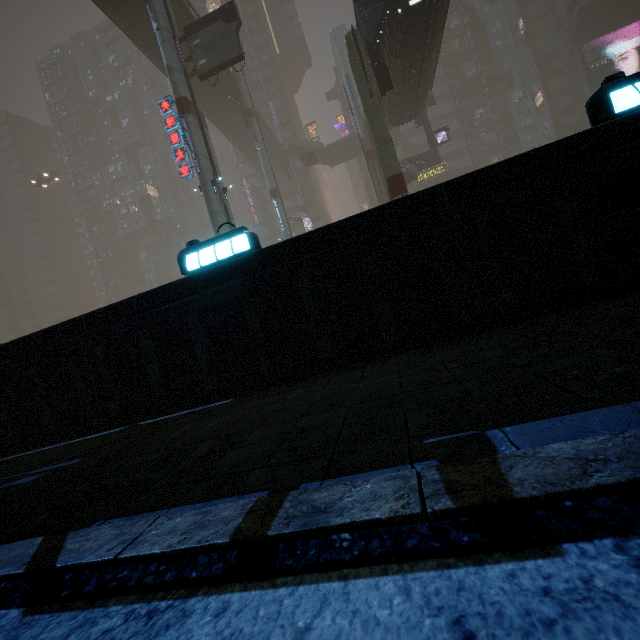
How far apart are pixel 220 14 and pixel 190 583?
27.90m

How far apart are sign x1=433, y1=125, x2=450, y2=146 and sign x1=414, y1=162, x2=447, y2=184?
20.0 meters

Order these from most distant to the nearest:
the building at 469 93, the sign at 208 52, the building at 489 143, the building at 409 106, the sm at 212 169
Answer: the building at 469 93 < the building at 489 143 < the sign at 208 52 < the sm at 212 169 < the building at 409 106

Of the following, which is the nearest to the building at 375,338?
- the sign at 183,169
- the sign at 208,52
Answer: the sign at 208,52

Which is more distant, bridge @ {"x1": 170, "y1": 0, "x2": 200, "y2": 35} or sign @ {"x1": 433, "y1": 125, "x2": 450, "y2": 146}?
sign @ {"x1": 433, "y1": 125, "x2": 450, "y2": 146}

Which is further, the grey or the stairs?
the stairs

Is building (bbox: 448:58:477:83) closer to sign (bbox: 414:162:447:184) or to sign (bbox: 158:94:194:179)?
sign (bbox: 414:162:447:184)

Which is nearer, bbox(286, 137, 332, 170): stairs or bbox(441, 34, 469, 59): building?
bbox(286, 137, 332, 170): stairs
